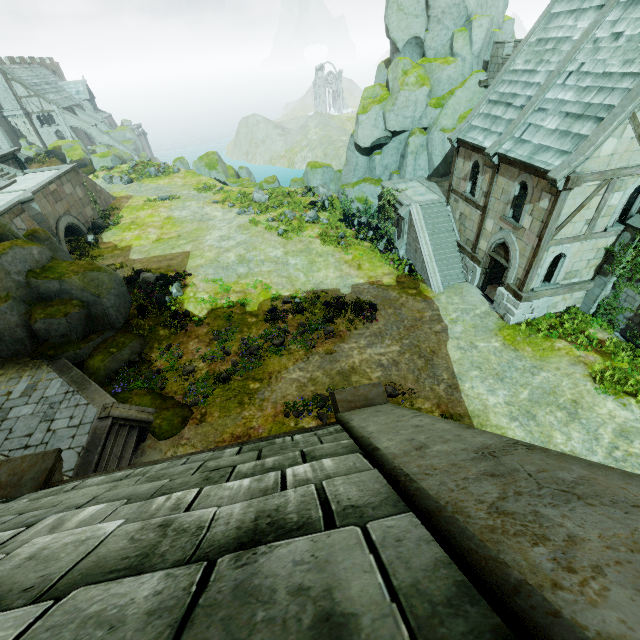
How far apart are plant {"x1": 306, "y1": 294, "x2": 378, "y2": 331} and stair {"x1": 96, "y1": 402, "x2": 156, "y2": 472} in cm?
1048

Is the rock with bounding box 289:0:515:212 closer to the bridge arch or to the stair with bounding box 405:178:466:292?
the stair with bounding box 405:178:466:292

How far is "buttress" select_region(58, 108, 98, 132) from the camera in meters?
57.8 m

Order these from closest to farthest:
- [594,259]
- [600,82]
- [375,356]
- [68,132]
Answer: [600,82] → [594,259] → [375,356] → [68,132]

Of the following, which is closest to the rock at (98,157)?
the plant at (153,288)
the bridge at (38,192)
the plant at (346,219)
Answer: the plant at (346,219)

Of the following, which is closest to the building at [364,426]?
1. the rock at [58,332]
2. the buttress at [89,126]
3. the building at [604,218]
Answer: the rock at [58,332]

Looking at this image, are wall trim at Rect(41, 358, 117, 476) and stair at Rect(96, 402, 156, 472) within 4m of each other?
yes

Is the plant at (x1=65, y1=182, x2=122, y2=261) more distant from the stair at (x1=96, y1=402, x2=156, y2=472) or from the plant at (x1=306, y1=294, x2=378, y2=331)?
the plant at (x1=306, y1=294, x2=378, y2=331)
